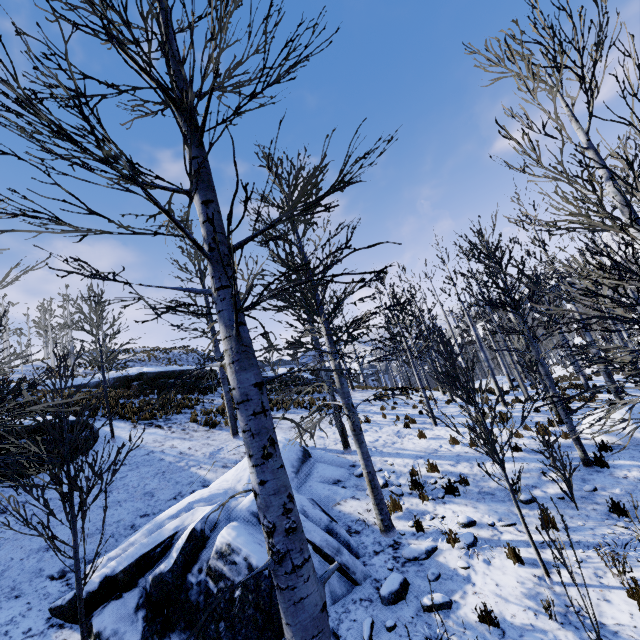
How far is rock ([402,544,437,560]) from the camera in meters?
5.8 m

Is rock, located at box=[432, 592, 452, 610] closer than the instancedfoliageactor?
No

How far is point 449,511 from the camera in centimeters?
721cm

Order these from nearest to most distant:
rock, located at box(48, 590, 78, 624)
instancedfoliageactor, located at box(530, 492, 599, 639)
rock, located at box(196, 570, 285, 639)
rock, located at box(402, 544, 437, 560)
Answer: instancedfoliageactor, located at box(530, 492, 599, 639)
rock, located at box(196, 570, 285, 639)
rock, located at box(48, 590, 78, 624)
rock, located at box(402, 544, 437, 560)

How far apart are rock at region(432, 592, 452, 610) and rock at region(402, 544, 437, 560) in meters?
0.8 m

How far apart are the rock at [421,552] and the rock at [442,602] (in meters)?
0.80

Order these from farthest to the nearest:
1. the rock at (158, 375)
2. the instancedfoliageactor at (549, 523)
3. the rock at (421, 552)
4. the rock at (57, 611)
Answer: the rock at (158, 375) < the rock at (421, 552) < the rock at (57, 611) < the instancedfoliageactor at (549, 523)

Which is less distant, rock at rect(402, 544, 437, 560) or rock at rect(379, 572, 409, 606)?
rock at rect(379, 572, 409, 606)
